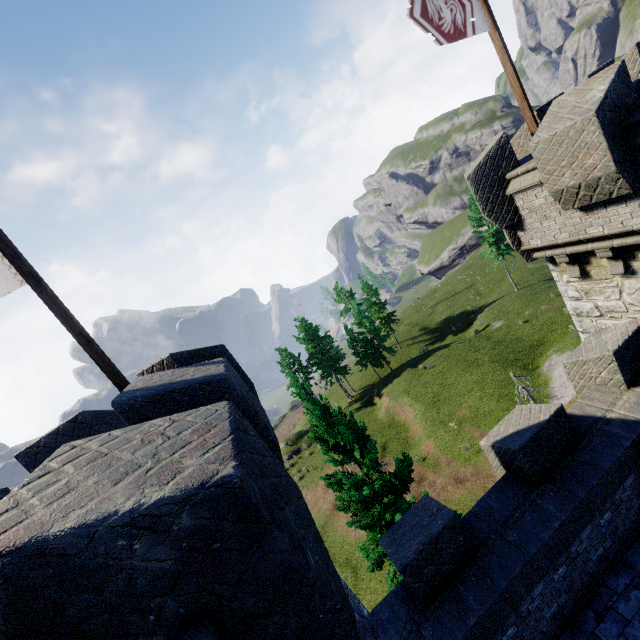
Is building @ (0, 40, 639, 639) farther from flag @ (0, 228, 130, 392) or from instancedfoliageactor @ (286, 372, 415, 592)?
instancedfoliageactor @ (286, 372, 415, 592)

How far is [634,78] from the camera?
10.7m

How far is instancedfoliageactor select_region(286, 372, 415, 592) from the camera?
11.30m

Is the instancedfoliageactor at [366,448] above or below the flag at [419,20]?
below

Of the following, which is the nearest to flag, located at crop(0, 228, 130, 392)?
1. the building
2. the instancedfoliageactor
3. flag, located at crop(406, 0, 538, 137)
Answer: the building

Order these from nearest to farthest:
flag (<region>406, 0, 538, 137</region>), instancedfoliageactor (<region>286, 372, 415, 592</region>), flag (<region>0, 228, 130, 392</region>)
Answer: flag (<region>0, 228, 130, 392</region>) < flag (<region>406, 0, 538, 137</region>) < instancedfoliageactor (<region>286, 372, 415, 592</region>)

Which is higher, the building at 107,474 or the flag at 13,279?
the flag at 13,279
